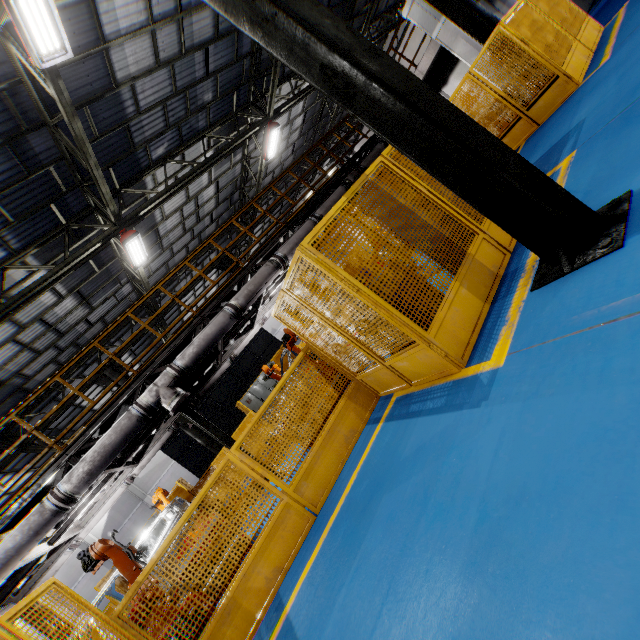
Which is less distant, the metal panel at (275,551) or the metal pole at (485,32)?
the metal panel at (275,551)

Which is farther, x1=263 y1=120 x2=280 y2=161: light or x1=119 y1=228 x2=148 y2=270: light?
x1=263 y1=120 x2=280 y2=161: light

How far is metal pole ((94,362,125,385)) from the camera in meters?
14.8 m

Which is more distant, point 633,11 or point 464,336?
point 633,11

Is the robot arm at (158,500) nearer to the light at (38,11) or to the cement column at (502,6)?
the light at (38,11)

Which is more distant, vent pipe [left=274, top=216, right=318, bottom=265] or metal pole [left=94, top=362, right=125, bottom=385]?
metal pole [left=94, top=362, right=125, bottom=385]

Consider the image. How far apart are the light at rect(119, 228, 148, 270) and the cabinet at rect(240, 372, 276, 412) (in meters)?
8.14

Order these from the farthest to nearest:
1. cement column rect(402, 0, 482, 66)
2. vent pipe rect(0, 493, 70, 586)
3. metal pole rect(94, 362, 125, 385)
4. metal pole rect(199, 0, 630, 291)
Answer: metal pole rect(94, 362, 125, 385) < cement column rect(402, 0, 482, 66) < vent pipe rect(0, 493, 70, 586) < metal pole rect(199, 0, 630, 291)
